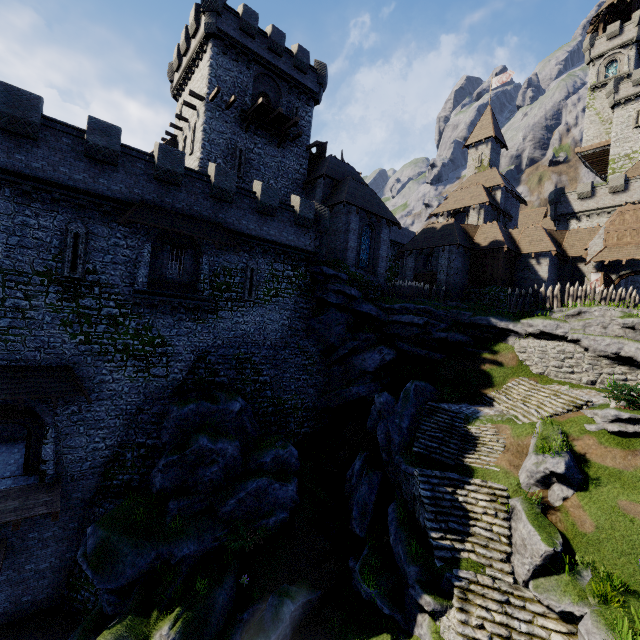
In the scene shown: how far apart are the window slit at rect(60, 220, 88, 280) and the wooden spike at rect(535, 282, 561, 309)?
28.7 meters

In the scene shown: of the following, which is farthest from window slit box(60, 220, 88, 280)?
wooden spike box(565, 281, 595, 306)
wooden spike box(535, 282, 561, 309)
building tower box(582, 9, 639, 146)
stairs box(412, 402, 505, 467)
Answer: building tower box(582, 9, 639, 146)

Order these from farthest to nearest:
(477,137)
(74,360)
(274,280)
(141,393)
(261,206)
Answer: (477,137) → (274,280) → (261,206) → (141,393) → (74,360)

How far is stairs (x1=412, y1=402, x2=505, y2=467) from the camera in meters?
16.6

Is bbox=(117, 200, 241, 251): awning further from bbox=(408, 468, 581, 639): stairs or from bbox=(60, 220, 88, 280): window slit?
bbox=(408, 468, 581, 639): stairs

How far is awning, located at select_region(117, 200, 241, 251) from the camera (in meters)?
16.25

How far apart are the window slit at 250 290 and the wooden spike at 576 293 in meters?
22.7

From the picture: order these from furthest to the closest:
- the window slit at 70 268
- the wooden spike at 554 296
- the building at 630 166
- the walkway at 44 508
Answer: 1. the building at 630 166
2. the wooden spike at 554 296
3. the window slit at 70 268
4. the walkway at 44 508
